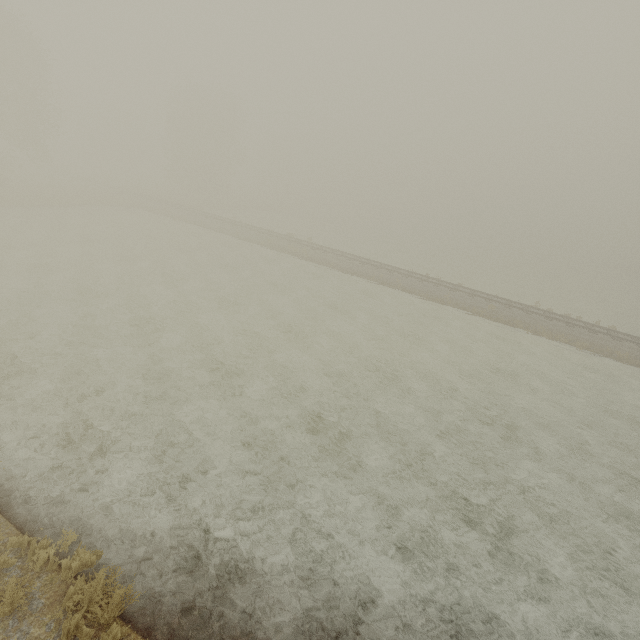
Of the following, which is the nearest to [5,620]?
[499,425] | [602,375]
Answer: [499,425]
